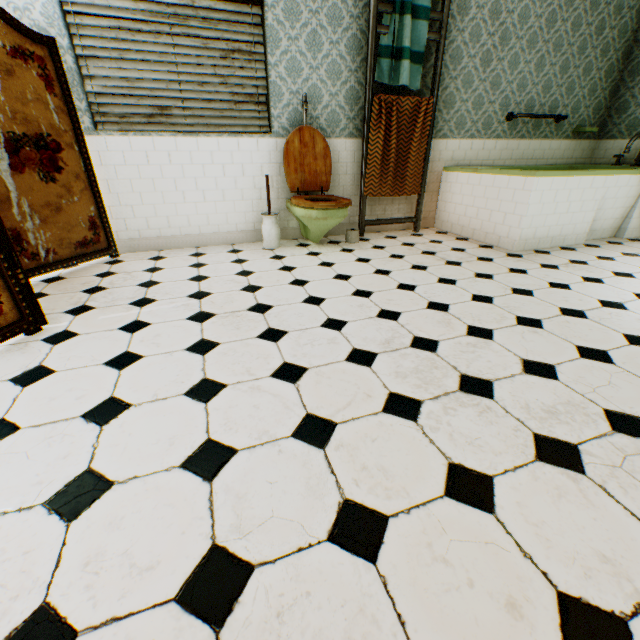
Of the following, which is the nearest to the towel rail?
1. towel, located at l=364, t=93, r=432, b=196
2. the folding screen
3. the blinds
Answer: towel, located at l=364, t=93, r=432, b=196

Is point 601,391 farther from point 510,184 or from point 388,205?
point 388,205

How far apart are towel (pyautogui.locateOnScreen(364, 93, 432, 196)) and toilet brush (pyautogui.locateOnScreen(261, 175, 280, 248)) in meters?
1.2 m

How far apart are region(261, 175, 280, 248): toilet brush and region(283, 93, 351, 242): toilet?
0.2 meters

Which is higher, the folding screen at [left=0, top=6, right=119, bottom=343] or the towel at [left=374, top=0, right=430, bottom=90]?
the towel at [left=374, top=0, right=430, bottom=90]

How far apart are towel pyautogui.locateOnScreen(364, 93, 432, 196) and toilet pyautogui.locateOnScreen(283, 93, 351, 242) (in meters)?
0.45

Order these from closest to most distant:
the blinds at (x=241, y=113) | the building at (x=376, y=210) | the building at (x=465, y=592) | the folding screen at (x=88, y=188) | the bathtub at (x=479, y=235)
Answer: the building at (x=465, y=592) < the folding screen at (x=88, y=188) < the blinds at (x=241, y=113) < the bathtub at (x=479, y=235) < the building at (x=376, y=210)

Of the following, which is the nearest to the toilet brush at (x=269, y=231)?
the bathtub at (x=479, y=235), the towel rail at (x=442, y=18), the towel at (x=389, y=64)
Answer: the towel rail at (x=442, y=18)
